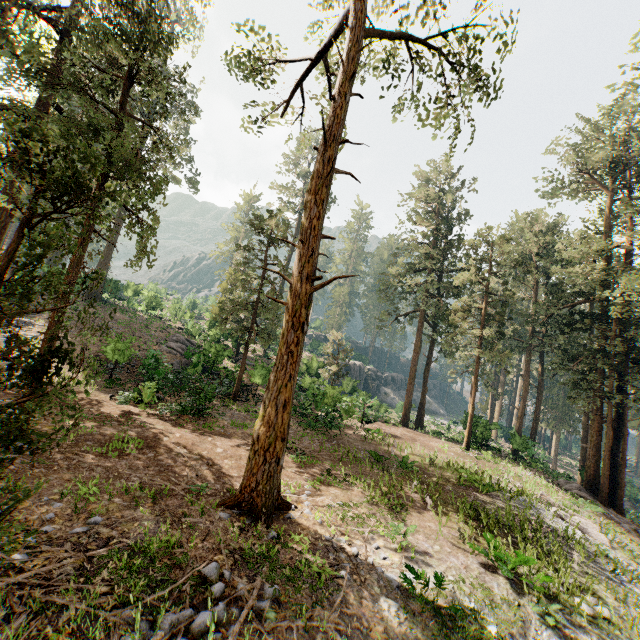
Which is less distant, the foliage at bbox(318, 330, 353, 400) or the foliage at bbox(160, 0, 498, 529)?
the foliage at bbox(160, 0, 498, 529)

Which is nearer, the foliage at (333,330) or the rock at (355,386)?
the rock at (355,386)

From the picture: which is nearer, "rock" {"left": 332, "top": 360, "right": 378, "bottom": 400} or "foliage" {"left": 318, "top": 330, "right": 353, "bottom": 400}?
"rock" {"left": 332, "top": 360, "right": 378, "bottom": 400}

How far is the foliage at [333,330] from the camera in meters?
32.3 m

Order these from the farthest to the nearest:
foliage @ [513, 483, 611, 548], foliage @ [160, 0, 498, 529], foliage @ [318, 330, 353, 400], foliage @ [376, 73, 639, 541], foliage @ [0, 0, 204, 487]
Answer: foliage @ [318, 330, 353, 400] → foliage @ [376, 73, 639, 541] → foliage @ [513, 483, 611, 548] → foliage @ [160, 0, 498, 529] → foliage @ [0, 0, 204, 487]

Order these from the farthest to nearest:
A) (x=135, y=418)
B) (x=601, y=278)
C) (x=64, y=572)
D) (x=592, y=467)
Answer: (x=592, y=467) → (x=601, y=278) → (x=135, y=418) → (x=64, y=572)

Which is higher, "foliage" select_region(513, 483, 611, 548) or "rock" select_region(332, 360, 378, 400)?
"rock" select_region(332, 360, 378, 400)
